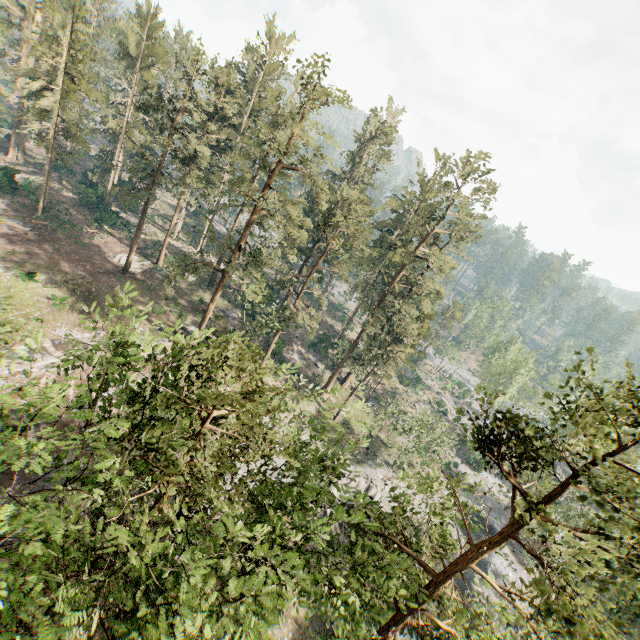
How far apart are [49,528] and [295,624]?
22.95m

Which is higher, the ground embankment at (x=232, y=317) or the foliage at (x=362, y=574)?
the foliage at (x=362, y=574)

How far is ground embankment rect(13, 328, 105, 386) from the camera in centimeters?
2402cm

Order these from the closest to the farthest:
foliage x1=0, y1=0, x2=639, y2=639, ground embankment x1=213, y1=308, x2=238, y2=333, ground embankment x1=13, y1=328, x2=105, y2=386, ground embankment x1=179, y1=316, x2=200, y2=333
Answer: foliage x1=0, y1=0, x2=639, y2=639
ground embankment x1=13, y1=328, x2=105, y2=386
ground embankment x1=179, y1=316, x2=200, y2=333
ground embankment x1=213, y1=308, x2=238, y2=333

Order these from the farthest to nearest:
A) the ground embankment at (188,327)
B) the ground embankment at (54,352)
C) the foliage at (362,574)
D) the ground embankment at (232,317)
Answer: the ground embankment at (232,317)
the ground embankment at (188,327)
the ground embankment at (54,352)
the foliage at (362,574)

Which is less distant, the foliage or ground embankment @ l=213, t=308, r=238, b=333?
the foliage

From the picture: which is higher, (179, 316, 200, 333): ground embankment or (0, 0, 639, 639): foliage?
(0, 0, 639, 639): foliage

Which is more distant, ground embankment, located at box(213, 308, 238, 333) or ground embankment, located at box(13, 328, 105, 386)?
ground embankment, located at box(213, 308, 238, 333)
